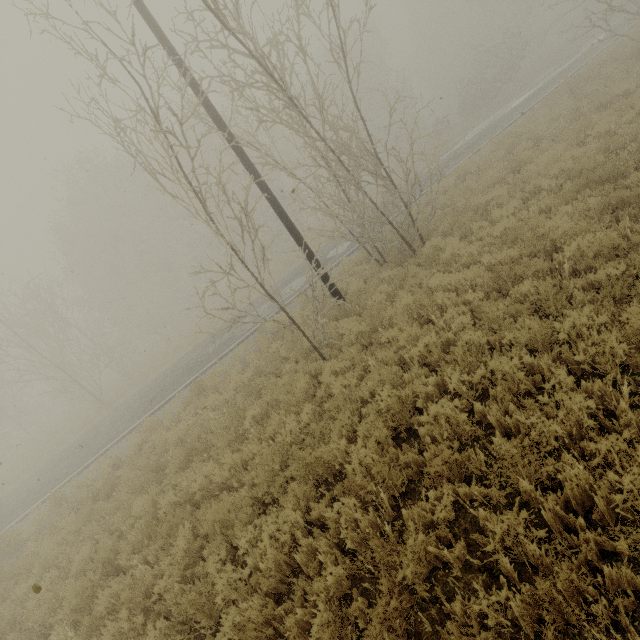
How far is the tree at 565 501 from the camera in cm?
290

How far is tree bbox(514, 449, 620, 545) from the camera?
2.9 meters

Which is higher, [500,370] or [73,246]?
[73,246]
